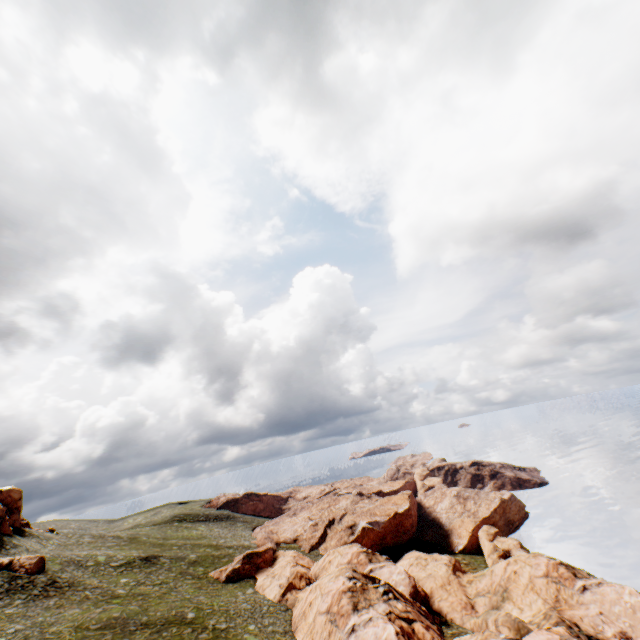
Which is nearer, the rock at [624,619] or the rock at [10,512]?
the rock at [624,619]

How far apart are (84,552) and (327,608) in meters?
41.6

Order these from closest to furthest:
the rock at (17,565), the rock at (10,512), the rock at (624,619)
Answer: the rock at (624,619) < the rock at (17,565) < the rock at (10,512)

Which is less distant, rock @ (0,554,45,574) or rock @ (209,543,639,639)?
rock @ (209,543,639,639)

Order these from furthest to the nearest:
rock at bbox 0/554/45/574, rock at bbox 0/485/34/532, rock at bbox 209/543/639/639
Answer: rock at bbox 0/485/34/532 → rock at bbox 0/554/45/574 → rock at bbox 209/543/639/639

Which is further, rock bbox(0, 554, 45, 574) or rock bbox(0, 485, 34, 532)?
rock bbox(0, 485, 34, 532)

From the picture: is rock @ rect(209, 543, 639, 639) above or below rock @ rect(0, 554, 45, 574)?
below
